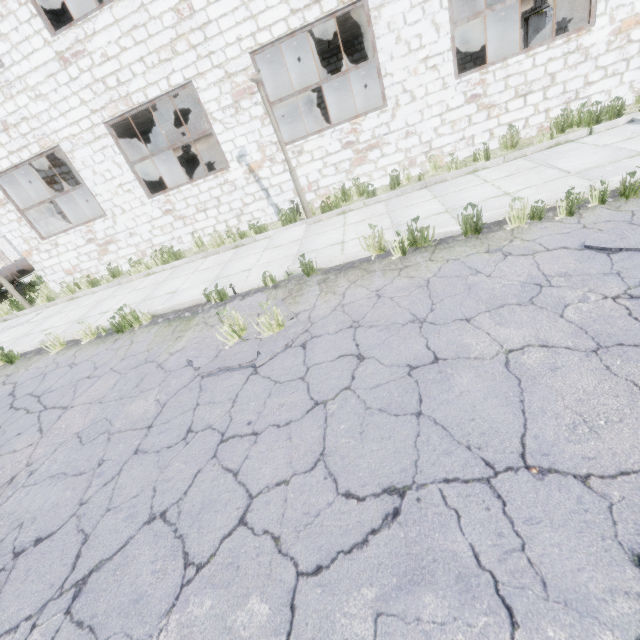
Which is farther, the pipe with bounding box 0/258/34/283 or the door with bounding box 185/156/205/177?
the door with bounding box 185/156/205/177

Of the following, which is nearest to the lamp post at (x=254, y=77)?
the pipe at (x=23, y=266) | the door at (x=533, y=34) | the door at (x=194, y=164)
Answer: the door at (x=533, y=34)

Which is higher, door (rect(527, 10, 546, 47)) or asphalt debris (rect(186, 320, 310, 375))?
door (rect(527, 10, 546, 47))

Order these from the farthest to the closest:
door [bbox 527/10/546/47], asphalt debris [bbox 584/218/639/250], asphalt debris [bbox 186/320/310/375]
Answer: door [bbox 527/10/546/47]
asphalt debris [bbox 186/320/310/375]
asphalt debris [bbox 584/218/639/250]

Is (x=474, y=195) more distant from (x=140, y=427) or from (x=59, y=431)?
(x=59, y=431)

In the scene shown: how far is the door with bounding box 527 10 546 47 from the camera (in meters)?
11.32

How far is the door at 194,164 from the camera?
17.02m

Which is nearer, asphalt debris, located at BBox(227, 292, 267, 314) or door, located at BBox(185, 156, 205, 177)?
asphalt debris, located at BBox(227, 292, 267, 314)
